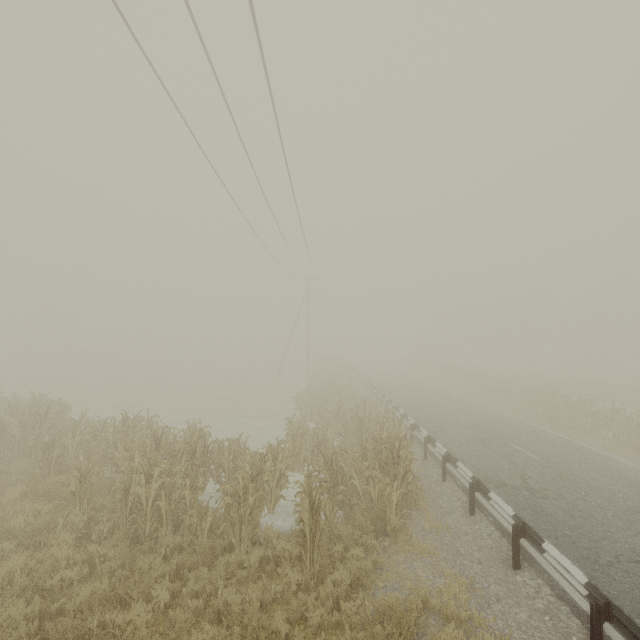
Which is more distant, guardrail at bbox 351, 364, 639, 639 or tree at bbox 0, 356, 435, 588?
tree at bbox 0, 356, 435, 588

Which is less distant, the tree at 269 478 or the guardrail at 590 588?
the guardrail at 590 588

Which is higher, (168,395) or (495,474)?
(495,474)
